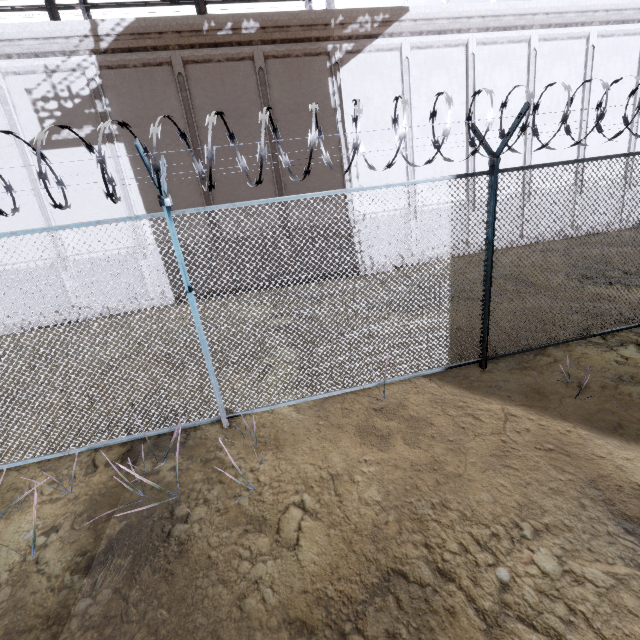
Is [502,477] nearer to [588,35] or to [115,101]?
[115,101]

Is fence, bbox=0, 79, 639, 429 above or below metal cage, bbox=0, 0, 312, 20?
below

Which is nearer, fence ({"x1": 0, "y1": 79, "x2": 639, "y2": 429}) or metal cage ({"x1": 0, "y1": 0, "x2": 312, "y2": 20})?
fence ({"x1": 0, "y1": 79, "x2": 639, "y2": 429})

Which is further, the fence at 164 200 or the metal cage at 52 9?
the metal cage at 52 9

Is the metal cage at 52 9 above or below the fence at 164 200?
above
